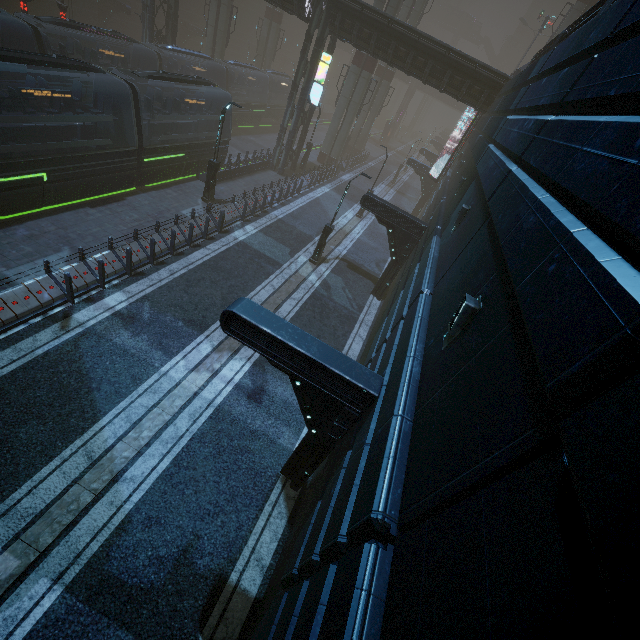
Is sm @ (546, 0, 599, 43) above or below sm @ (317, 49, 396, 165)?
above

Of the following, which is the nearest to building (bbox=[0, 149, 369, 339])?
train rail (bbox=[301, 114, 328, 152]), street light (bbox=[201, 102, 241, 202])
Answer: train rail (bbox=[301, 114, 328, 152])

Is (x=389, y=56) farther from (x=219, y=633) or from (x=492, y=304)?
(x=219, y=633)

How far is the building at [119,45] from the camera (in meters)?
33.61

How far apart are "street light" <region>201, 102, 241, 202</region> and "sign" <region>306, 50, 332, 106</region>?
10.2m

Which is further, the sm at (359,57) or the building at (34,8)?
the sm at (359,57)

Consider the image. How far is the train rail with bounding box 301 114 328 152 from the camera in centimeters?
4286cm

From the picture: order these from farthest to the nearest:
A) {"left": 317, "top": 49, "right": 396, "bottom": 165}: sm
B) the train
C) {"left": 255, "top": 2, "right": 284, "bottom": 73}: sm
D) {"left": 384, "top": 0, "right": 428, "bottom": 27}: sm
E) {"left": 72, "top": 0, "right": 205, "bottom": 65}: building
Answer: {"left": 255, "top": 2, "right": 284, "bottom": 73}: sm, {"left": 317, "top": 49, "right": 396, "bottom": 165}: sm, {"left": 384, "top": 0, "right": 428, "bottom": 27}: sm, {"left": 72, "top": 0, "right": 205, "bottom": 65}: building, the train
